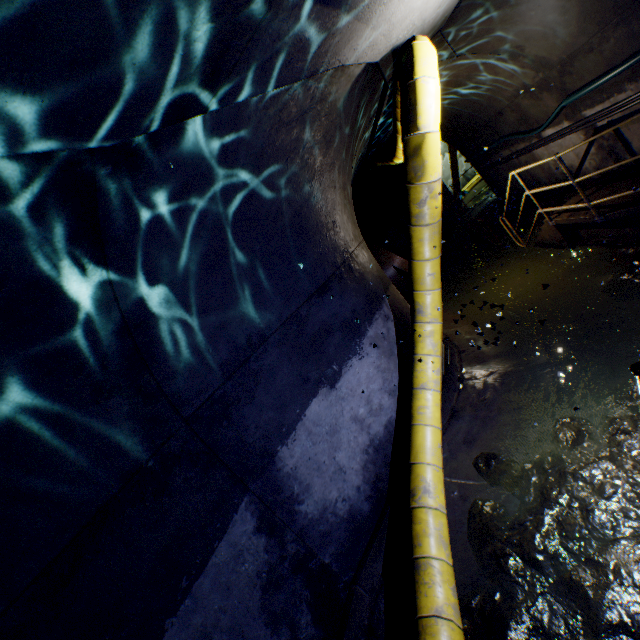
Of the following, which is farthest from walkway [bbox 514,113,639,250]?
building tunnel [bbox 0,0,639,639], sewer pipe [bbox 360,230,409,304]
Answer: sewer pipe [bbox 360,230,409,304]

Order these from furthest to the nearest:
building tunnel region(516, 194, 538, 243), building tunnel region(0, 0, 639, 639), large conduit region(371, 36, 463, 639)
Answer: building tunnel region(516, 194, 538, 243) → large conduit region(371, 36, 463, 639) → building tunnel region(0, 0, 639, 639)

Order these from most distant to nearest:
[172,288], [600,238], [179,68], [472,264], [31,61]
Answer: [472,264] < [600,238] < [172,288] < [179,68] < [31,61]

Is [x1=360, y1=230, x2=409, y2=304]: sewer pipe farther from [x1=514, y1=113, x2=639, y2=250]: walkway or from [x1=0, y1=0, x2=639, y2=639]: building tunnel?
[x1=514, y1=113, x2=639, y2=250]: walkway

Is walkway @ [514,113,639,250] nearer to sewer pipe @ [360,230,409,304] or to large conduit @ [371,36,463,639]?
large conduit @ [371,36,463,639]

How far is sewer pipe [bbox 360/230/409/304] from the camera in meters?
7.9

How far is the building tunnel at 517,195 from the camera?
9.16m
